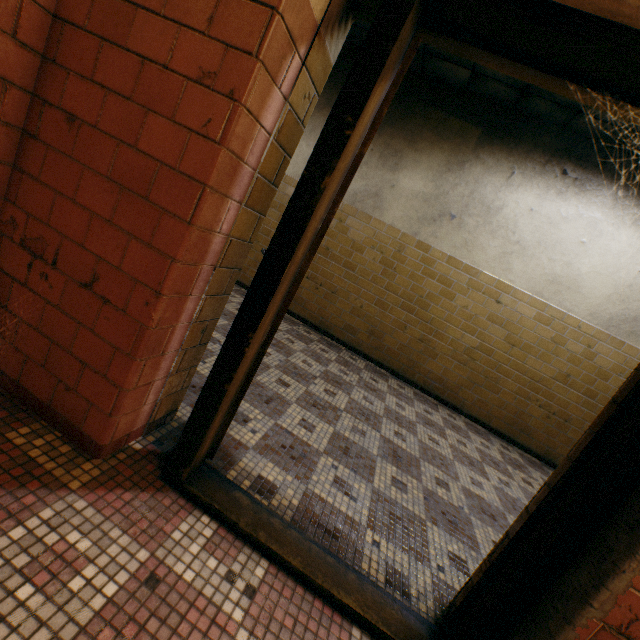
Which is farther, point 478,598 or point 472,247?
point 472,247
